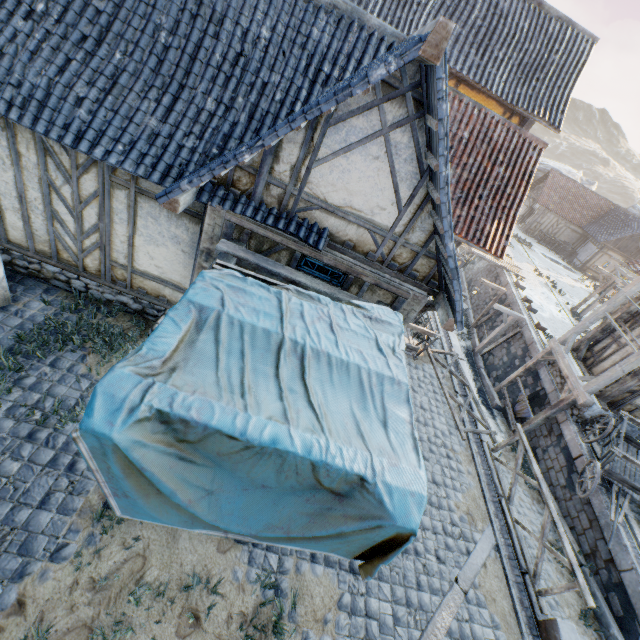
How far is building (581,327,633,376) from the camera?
11.6m

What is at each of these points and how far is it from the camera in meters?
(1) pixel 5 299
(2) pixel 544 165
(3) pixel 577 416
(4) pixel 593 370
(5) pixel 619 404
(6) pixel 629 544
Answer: (1) awning, 6.0 m
(2) rock, 48.8 m
(3) stone foundation, 11.2 m
(4) building, 12.3 m
(5) building, 10.8 m
(6) stone gutter, 8.2 m

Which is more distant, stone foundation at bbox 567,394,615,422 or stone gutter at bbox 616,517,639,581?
stone foundation at bbox 567,394,615,422

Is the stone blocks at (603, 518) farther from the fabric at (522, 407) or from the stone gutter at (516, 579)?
the fabric at (522, 407)

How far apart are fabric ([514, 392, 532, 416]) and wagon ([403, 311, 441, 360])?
6.4m

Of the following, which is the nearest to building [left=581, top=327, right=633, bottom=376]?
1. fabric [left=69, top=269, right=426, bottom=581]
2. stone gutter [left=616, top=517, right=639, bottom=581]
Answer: stone gutter [left=616, top=517, right=639, bottom=581]

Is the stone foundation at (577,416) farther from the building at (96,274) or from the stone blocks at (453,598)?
the building at (96,274)

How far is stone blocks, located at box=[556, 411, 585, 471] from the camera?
10.2m
